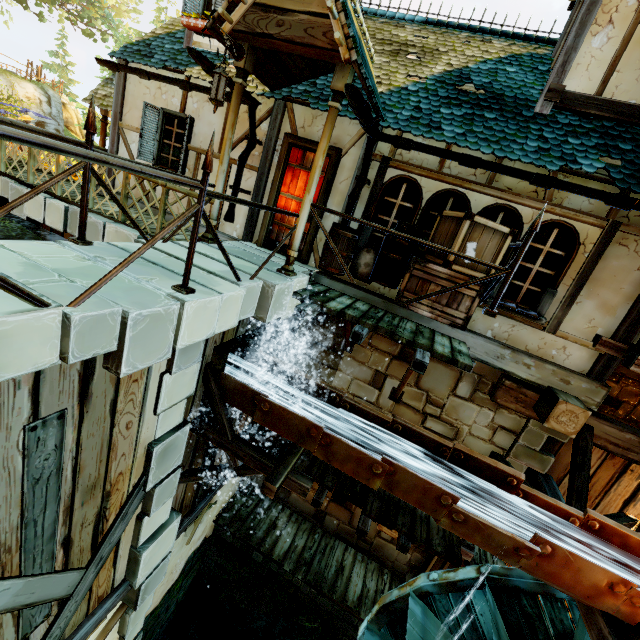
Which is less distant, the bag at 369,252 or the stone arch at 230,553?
the bag at 369,252

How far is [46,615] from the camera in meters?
3.3 m

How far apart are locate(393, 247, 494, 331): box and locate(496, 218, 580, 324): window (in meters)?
0.01

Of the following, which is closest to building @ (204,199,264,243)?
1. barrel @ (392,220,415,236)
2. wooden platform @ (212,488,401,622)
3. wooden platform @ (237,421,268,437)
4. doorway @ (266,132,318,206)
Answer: doorway @ (266,132,318,206)

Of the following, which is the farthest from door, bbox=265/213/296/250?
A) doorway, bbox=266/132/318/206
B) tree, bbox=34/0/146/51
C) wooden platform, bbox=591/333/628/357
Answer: tree, bbox=34/0/146/51

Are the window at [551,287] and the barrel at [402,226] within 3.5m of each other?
yes

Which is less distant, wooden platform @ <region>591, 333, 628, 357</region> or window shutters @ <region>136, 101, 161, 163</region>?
wooden platform @ <region>591, 333, 628, 357</region>

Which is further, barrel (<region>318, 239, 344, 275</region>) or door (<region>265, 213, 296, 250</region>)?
door (<region>265, 213, 296, 250</region>)
